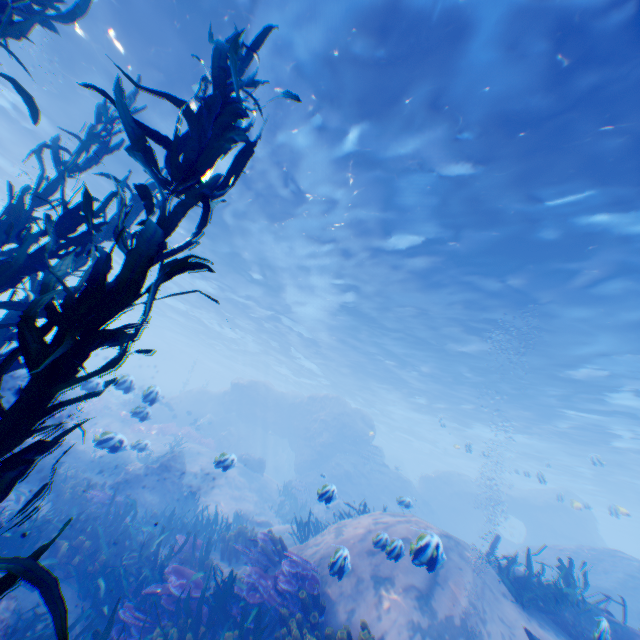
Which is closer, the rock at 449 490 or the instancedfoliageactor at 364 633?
the instancedfoliageactor at 364 633

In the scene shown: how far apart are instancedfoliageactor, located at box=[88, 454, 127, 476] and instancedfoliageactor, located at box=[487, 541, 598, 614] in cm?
1443

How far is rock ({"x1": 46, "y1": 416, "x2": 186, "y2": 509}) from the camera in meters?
10.9

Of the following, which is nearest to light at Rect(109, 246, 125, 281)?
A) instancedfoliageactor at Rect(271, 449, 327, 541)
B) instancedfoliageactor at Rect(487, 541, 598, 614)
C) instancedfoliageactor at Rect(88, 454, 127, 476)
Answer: instancedfoliageactor at Rect(487, 541, 598, 614)

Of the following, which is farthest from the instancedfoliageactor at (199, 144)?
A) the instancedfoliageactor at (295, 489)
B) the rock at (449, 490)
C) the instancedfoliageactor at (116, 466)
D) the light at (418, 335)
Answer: the instancedfoliageactor at (295, 489)

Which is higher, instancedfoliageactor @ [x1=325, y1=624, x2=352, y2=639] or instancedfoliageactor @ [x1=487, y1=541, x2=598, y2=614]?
instancedfoliageactor @ [x1=487, y1=541, x2=598, y2=614]

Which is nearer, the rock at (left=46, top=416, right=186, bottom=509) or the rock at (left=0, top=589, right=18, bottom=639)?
the rock at (left=0, top=589, right=18, bottom=639)

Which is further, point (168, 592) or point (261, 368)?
point (261, 368)
